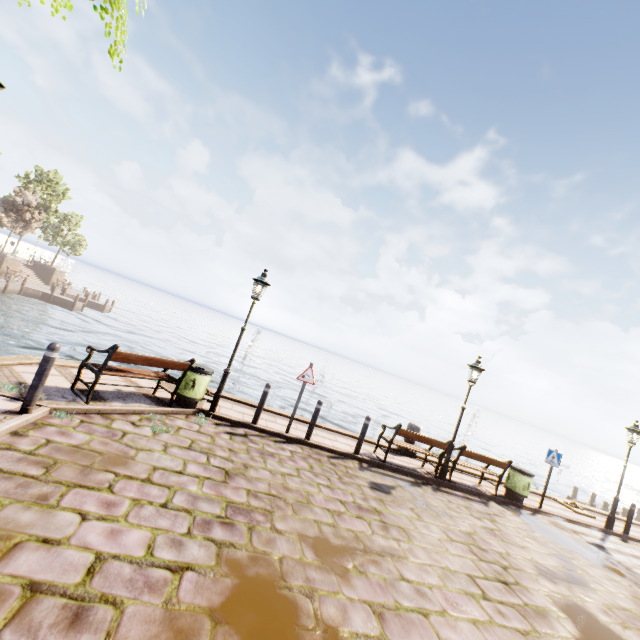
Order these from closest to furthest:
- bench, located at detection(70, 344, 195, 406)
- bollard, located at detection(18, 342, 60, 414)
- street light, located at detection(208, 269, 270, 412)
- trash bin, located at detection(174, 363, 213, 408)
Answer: bollard, located at detection(18, 342, 60, 414) < bench, located at detection(70, 344, 195, 406) < trash bin, located at detection(174, 363, 213, 408) < street light, located at detection(208, 269, 270, 412)

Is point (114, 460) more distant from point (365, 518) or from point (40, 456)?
point (365, 518)

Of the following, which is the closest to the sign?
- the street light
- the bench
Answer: the street light

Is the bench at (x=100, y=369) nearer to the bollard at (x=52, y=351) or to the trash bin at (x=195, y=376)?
the trash bin at (x=195, y=376)

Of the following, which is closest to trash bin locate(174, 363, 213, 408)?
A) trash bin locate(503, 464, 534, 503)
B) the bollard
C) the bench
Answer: the bench

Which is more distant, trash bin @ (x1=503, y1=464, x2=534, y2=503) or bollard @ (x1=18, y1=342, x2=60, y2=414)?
trash bin @ (x1=503, y1=464, x2=534, y2=503)

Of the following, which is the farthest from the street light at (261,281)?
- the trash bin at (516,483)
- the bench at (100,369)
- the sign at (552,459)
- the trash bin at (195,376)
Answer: the sign at (552,459)

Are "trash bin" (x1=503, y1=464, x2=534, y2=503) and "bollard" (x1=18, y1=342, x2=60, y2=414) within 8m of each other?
no
